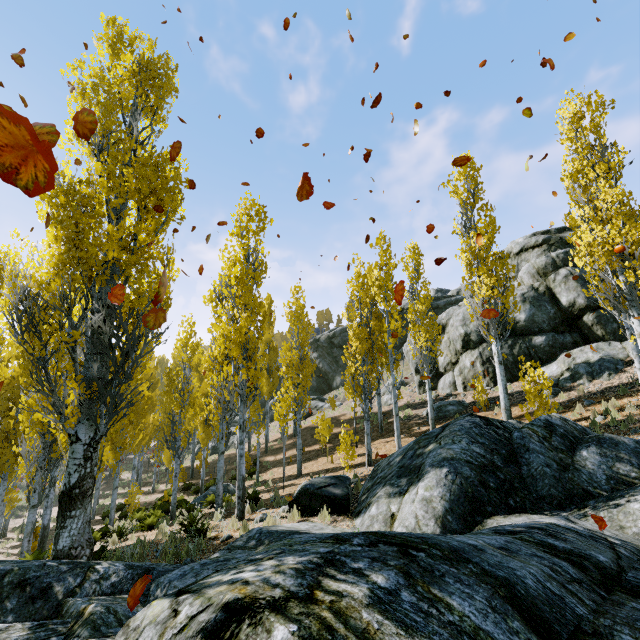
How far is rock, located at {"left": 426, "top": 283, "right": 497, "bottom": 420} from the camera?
19.2 meters

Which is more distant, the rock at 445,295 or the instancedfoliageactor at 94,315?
the rock at 445,295

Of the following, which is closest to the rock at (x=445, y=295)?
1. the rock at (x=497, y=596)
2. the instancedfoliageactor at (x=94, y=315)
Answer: the instancedfoliageactor at (x=94, y=315)

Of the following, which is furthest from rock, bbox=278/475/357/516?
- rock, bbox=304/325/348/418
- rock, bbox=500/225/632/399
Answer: rock, bbox=304/325/348/418

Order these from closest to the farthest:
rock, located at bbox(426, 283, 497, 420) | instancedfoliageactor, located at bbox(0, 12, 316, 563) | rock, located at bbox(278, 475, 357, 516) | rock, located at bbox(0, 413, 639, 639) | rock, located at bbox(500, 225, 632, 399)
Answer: rock, located at bbox(0, 413, 639, 639), instancedfoliageactor, located at bbox(0, 12, 316, 563), rock, located at bbox(278, 475, 357, 516), rock, located at bbox(500, 225, 632, 399), rock, located at bbox(426, 283, 497, 420)

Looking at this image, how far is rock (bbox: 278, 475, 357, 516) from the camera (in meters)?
7.92

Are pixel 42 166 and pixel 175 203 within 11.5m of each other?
yes

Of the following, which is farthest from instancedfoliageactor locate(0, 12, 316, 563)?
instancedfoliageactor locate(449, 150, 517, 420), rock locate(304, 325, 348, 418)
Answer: rock locate(304, 325, 348, 418)
